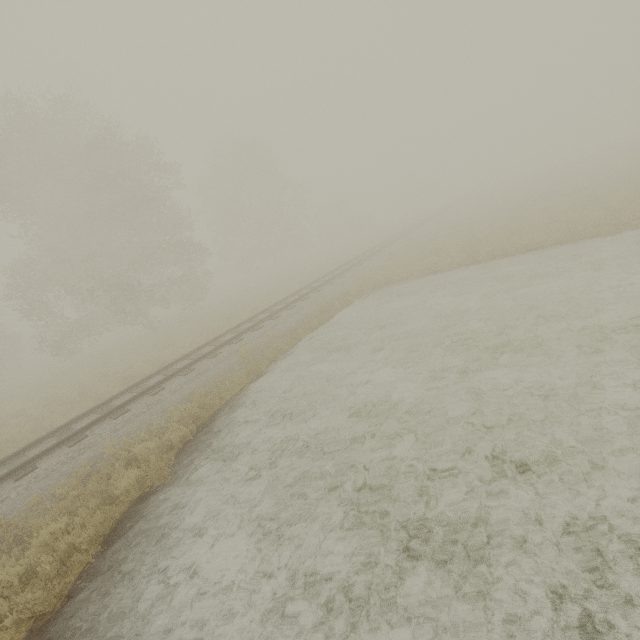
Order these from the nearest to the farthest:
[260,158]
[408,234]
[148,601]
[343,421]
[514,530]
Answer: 1. [514,530]
2. [148,601]
3. [343,421]
4. [408,234]
5. [260,158]

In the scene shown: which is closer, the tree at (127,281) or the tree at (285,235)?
the tree at (127,281)

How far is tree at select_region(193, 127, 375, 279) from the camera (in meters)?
36.81

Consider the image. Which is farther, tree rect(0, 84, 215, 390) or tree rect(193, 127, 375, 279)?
tree rect(193, 127, 375, 279)

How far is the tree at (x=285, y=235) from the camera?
36.81m
